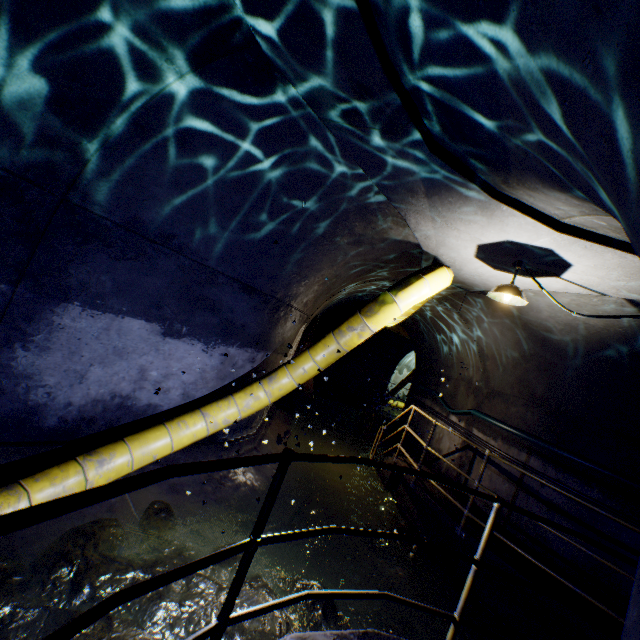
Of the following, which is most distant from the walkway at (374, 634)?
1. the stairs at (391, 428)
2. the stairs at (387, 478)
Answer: the stairs at (391, 428)

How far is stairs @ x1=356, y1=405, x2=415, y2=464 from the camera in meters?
7.5

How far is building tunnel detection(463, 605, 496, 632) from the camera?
4.27m

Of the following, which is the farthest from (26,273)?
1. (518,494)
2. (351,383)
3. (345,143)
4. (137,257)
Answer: (351,383)

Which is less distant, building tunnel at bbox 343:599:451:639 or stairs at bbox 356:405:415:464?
building tunnel at bbox 343:599:451:639

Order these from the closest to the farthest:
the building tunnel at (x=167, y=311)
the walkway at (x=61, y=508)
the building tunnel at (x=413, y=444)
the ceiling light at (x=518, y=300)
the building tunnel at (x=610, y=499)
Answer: the walkway at (x=61, y=508)
the building tunnel at (x=167, y=311)
the ceiling light at (x=518, y=300)
the building tunnel at (x=610, y=499)
the building tunnel at (x=413, y=444)
